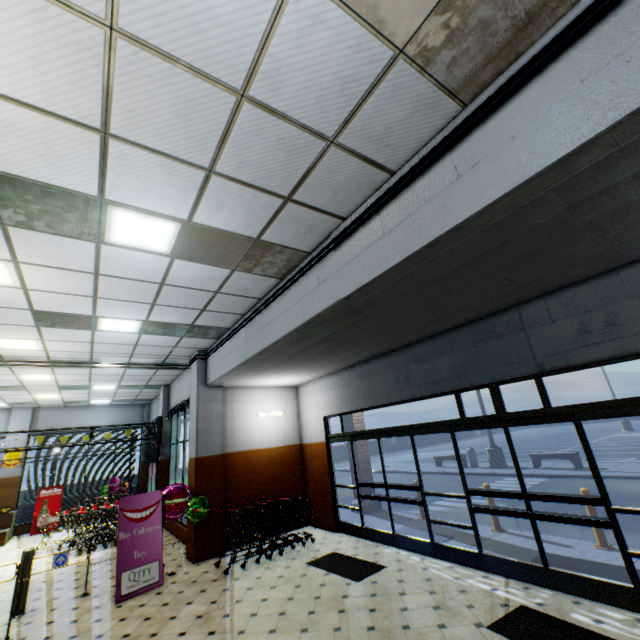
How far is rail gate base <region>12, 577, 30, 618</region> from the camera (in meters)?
5.63

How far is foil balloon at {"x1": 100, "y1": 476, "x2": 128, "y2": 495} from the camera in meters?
14.2

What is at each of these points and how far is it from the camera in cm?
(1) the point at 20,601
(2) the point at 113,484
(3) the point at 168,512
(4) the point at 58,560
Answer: (1) rail gate base, 569
(2) foil balloon, 1431
(3) foil balloon, 704
(4) rail gate, 617

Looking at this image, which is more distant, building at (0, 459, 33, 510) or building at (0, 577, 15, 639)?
building at (0, 459, 33, 510)

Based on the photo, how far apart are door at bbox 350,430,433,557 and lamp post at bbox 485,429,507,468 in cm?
1090

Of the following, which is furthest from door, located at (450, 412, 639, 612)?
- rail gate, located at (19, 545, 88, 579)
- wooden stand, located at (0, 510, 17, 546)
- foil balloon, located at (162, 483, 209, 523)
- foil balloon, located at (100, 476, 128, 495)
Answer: wooden stand, located at (0, 510, 17, 546)

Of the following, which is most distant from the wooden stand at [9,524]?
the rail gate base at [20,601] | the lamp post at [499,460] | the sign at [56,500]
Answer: the lamp post at [499,460]

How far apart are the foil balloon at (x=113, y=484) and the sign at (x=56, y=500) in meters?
1.4
